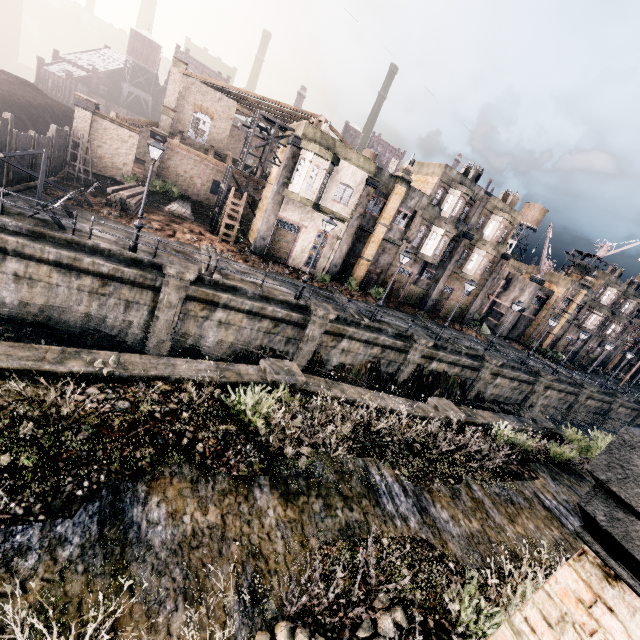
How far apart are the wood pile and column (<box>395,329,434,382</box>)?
21.5m

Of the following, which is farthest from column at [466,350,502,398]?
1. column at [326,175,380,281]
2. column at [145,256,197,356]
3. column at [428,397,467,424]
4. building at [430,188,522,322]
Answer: column at [145,256,197,356]

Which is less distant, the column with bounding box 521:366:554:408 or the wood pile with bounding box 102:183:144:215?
the wood pile with bounding box 102:183:144:215

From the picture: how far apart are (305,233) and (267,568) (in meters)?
24.91

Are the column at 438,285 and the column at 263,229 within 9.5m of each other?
no

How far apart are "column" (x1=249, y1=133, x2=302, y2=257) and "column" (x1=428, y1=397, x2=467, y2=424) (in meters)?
17.79

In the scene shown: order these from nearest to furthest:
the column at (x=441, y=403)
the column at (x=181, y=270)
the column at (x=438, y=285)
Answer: the column at (x=441, y=403), the column at (x=181, y=270), the column at (x=438, y=285)

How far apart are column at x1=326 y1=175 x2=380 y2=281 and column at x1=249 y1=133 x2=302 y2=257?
6.0 meters
